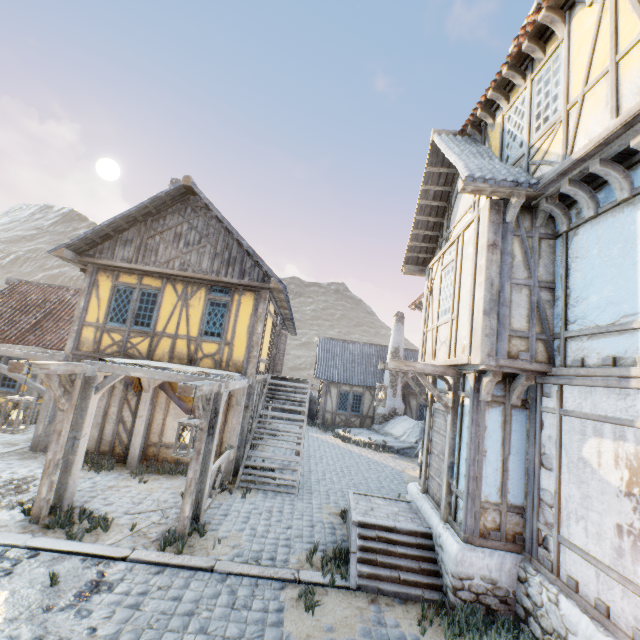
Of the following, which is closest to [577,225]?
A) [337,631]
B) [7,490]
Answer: [337,631]

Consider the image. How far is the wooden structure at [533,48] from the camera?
5.7 meters

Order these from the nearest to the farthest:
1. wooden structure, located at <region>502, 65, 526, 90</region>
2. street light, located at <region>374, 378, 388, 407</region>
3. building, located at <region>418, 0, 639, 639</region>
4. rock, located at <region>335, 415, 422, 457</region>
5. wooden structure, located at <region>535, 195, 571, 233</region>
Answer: building, located at <region>418, 0, 639, 639</region> < wooden structure, located at <region>535, 195, 571, 233</region> < wooden structure, located at <region>502, 65, 526, 90</region> < street light, located at <region>374, 378, 388, 407</region> < rock, located at <region>335, 415, 422, 457</region>

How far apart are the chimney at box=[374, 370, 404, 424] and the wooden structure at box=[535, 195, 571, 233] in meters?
15.3

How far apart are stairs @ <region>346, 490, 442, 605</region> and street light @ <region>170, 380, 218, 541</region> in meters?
3.0 m

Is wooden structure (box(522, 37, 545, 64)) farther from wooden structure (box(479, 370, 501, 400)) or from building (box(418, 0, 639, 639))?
wooden structure (box(479, 370, 501, 400))

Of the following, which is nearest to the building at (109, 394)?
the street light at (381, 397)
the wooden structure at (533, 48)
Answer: the street light at (381, 397)

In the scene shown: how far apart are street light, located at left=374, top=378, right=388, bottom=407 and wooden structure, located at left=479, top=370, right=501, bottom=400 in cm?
217
